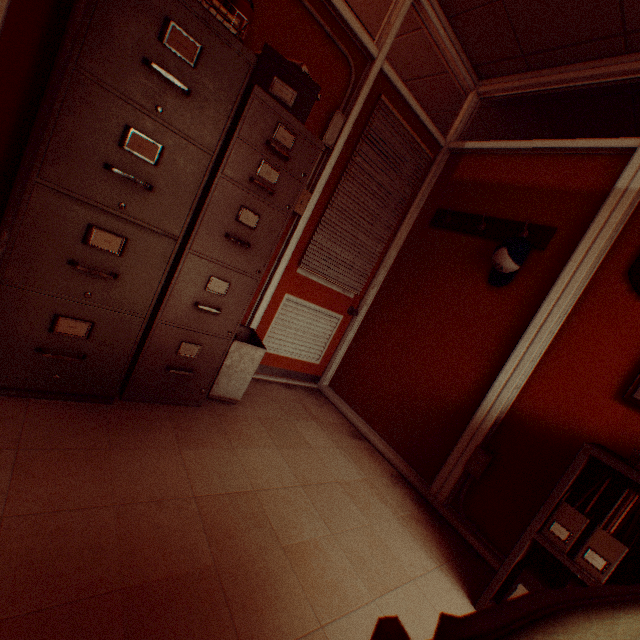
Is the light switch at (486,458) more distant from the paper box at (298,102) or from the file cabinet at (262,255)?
the paper box at (298,102)

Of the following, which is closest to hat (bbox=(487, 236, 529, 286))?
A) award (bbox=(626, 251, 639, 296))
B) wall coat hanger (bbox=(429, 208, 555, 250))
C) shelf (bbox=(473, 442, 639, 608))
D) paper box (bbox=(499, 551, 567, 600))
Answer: wall coat hanger (bbox=(429, 208, 555, 250))

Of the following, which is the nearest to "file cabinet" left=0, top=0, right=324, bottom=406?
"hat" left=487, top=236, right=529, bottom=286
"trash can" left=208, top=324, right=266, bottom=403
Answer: "trash can" left=208, top=324, right=266, bottom=403

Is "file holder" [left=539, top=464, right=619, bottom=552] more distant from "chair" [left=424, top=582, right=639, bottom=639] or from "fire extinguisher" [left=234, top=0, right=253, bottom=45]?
"fire extinguisher" [left=234, top=0, right=253, bottom=45]

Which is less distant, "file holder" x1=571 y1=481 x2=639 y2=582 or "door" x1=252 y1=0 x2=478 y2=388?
"file holder" x1=571 y1=481 x2=639 y2=582

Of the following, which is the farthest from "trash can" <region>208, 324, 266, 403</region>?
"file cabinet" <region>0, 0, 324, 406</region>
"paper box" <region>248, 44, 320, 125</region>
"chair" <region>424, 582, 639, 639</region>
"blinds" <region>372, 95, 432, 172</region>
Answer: "chair" <region>424, 582, 639, 639</region>

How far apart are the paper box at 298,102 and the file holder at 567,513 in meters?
2.4

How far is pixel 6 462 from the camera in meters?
1.3
